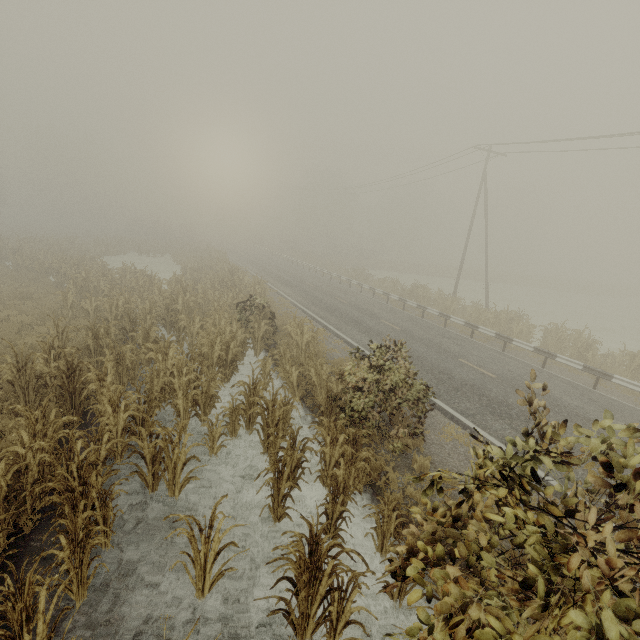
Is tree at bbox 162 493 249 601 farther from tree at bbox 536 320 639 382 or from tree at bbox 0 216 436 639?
tree at bbox 536 320 639 382

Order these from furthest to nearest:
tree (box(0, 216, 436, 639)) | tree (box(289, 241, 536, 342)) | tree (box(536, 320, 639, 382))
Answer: tree (box(289, 241, 536, 342)), tree (box(536, 320, 639, 382)), tree (box(0, 216, 436, 639))

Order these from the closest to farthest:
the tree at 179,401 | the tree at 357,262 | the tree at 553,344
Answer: the tree at 179,401, the tree at 553,344, the tree at 357,262

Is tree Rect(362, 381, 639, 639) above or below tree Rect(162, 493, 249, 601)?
above

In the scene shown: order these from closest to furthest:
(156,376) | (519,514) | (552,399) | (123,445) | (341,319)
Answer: (519,514) < (123,445) < (156,376) < (552,399) < (341,319)

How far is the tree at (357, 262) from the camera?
18.22m
